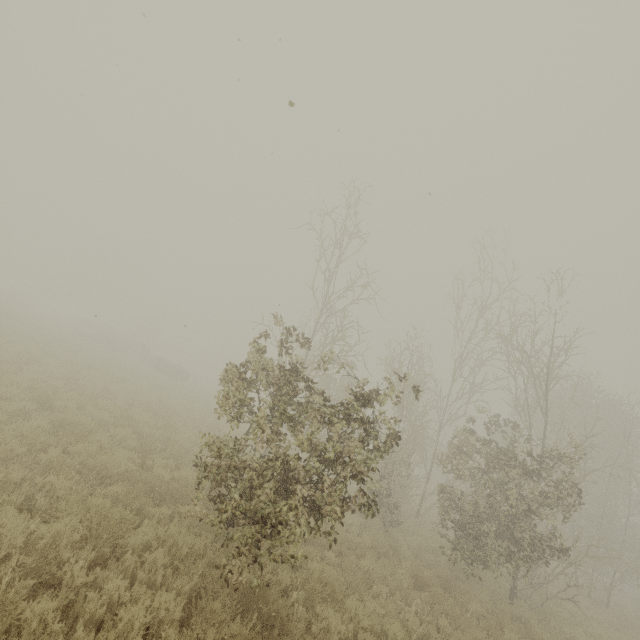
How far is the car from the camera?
28.35m

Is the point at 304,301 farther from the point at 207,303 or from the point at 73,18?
the point at 73,18

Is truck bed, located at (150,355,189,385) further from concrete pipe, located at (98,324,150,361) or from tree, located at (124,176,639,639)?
tree, located at (124,176,639,639)

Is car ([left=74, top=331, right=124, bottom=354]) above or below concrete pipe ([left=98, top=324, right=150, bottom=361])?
below

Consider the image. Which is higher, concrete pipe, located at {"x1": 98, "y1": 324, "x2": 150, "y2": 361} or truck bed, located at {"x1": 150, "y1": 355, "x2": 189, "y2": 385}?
concrete pipe, located at {"x1": 98, "y1": 324, "x2": 150, "y2": 361}

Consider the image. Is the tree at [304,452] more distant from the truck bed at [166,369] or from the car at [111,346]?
the car at [111,346]

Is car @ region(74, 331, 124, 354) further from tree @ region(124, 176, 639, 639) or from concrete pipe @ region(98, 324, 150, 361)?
tree @ region(124, 176, 639, 639)

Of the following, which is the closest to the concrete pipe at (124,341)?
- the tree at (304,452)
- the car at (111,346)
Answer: the car at (111,346)
